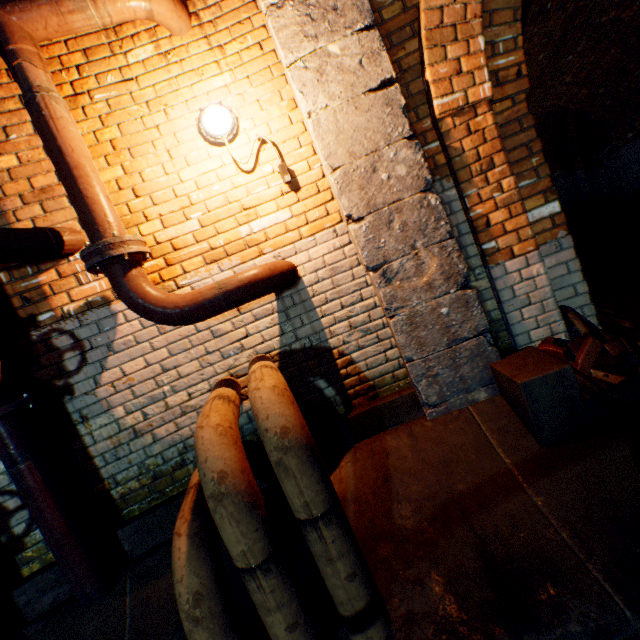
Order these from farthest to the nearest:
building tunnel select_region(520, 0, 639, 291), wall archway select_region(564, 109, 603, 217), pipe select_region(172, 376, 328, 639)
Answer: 1. wall archway select_region(564, 109, 603, 217)
2. building tunnel select_region(520, 0, 639, 291)
3. pipe select_region(172, 376, 328, 639)

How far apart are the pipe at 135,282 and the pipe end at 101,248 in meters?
0.0 m

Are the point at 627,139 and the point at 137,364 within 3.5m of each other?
no

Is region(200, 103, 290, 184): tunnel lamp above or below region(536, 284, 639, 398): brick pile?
above

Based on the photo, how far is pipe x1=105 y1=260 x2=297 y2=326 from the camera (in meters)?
2.03

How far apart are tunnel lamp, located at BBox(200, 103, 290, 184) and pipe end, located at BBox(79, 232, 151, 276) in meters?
0.9

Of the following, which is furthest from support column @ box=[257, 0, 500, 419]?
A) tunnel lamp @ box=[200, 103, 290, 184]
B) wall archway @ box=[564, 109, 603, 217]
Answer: wall archway @ box=[564, 109, 603, 217]

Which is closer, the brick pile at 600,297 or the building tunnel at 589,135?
the brick pile at 600,297
